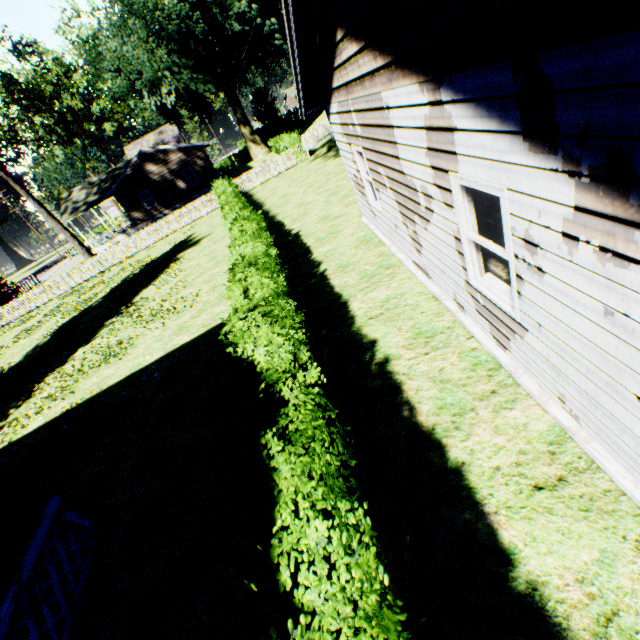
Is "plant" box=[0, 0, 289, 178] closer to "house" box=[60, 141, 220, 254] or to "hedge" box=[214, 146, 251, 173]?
"hedge" box=[214, 146, 251, 173]

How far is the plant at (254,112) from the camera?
50.97m

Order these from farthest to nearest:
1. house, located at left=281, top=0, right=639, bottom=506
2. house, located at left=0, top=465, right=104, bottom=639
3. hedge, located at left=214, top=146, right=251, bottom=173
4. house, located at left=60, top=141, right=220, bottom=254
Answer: hedge, located at left=214, top=146, right=251, bottom=173, house, located at left=60, top=141, right=220, bottom=254, house, located at left=0, top=465, right=104, bottom=639, house, located at left=281, top=0, right=639, bottom=506

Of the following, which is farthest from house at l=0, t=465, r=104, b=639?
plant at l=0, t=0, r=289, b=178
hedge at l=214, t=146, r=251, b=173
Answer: hedge at l=214, t=146, r=251, b=173

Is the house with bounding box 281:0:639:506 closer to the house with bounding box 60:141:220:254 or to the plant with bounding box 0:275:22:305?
the plant with bounding box 0:275:22:305

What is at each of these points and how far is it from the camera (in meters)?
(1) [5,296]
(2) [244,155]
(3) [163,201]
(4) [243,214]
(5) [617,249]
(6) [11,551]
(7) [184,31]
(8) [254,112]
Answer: (1) plant, 30.19
(2) hedge, 55.25
(3) house, 33.44
(4) hedge, 10.88
(5) house, 2.03
(6) house, 3.97
(7) plant, 26.86
(8) plant, 53.91

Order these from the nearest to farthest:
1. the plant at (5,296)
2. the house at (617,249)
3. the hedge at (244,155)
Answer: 1. the house at (617,249)
2. the plant at (5,296)
3. the hedge at (244,155)

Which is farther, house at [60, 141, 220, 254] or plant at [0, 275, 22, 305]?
house at [60, 141, 220, 254]
